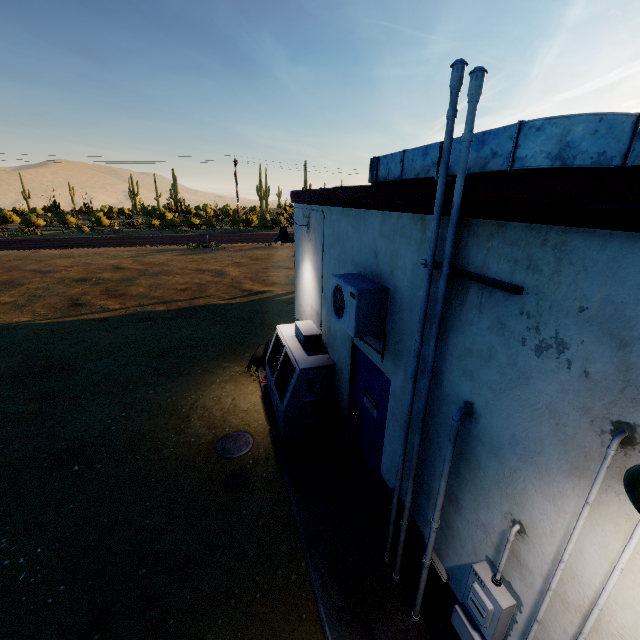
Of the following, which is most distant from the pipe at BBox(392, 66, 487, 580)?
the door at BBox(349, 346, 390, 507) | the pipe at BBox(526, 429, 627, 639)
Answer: the pipe at BBox(526, 429, 627, 639)

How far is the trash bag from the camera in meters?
5.2

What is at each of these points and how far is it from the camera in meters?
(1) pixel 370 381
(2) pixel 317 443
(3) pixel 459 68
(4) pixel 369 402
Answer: (1) door, 4.3
(2) trash bag, 5.3
(3) pipe, 2.1
(4) sign, 4.4

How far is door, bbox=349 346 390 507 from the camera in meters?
4.1

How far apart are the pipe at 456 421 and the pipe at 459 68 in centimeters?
53cm

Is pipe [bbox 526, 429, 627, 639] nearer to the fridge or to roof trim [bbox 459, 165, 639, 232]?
roof trim [bbox 459, 165, 639, 232]

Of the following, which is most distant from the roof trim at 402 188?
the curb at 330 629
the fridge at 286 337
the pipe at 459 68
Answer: the curb at 330 629

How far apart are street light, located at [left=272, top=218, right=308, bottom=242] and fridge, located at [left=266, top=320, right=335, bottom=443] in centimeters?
153cm
